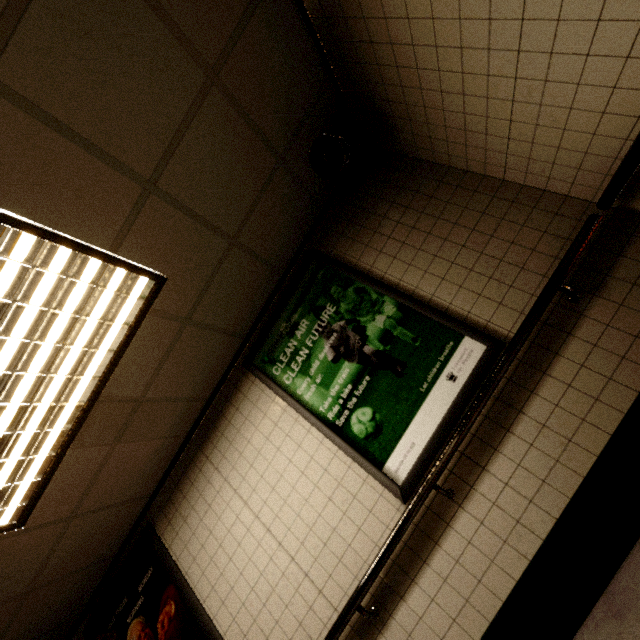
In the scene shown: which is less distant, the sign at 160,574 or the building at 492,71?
the building at 492,71

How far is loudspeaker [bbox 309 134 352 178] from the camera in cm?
241

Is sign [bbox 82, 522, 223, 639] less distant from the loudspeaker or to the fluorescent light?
the fluorescent light

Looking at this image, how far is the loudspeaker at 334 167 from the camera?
2.4 meters

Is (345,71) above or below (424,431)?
above

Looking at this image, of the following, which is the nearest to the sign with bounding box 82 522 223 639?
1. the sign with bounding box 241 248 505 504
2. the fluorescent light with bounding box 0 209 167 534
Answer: the fluorescent light with bounding box 0 209 167 534

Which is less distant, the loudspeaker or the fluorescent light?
the fluorescent light

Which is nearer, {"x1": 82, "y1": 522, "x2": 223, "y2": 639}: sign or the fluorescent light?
the fluorescent light
